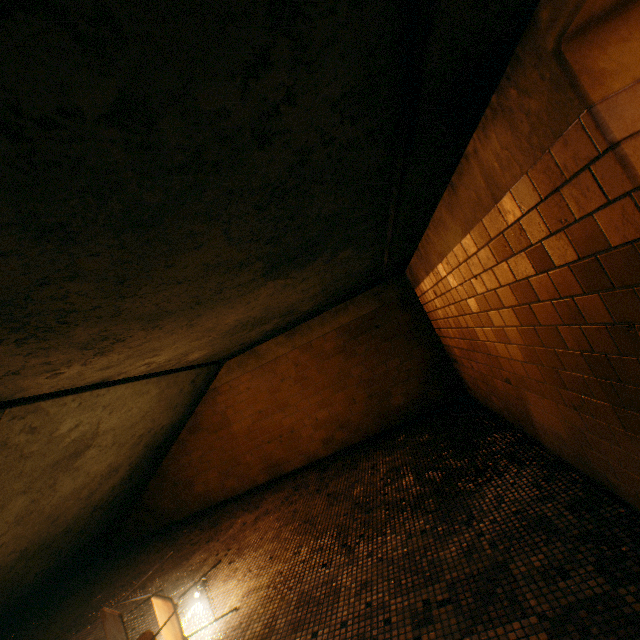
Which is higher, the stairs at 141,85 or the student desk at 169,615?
the stairs at 141,85

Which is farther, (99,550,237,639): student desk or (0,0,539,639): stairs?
(99,550,237,639): student desk

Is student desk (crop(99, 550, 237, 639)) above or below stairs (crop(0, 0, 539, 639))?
below

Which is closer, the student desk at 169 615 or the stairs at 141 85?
the stairs at 141 85

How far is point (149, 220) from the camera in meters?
1.2
